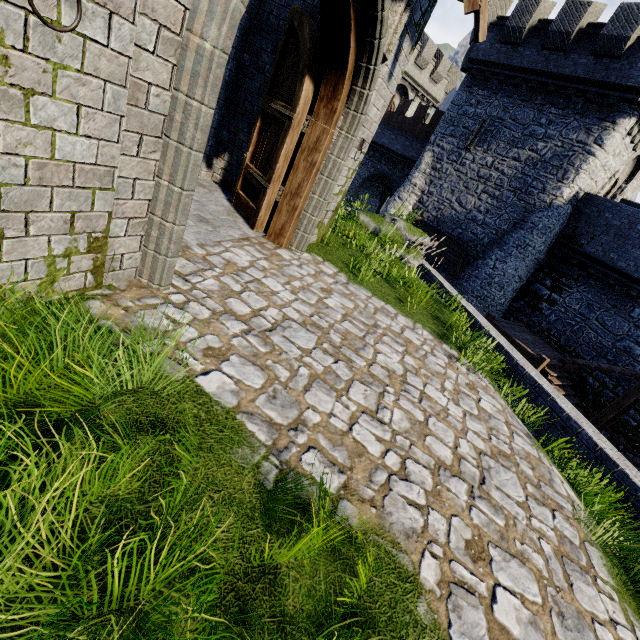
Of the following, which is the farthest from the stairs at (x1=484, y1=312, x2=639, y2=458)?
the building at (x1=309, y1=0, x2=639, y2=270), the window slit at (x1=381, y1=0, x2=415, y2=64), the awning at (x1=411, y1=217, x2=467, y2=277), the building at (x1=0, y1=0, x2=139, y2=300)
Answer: the window slit at (x1=381, y1=0, x2=415, y2=64)

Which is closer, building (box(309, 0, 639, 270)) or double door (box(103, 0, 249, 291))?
double door (box(103, 0, 249, 291))

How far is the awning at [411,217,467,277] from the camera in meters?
19.5 m

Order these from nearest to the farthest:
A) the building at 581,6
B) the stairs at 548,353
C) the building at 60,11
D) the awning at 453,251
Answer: the building at 60,11, the stairs at 548,353, the building at 581,6, the awning at 453,251

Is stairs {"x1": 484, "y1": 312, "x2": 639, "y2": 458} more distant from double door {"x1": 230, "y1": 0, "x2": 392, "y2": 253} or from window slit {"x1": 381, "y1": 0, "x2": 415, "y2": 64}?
window slit {"x1": 381, "y1": 0, "x2": 415, "y2": 64}

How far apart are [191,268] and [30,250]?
1.9 meters

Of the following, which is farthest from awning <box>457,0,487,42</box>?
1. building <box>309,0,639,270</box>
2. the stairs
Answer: building <box>309,0,639,270</box>

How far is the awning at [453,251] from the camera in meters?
19.5
